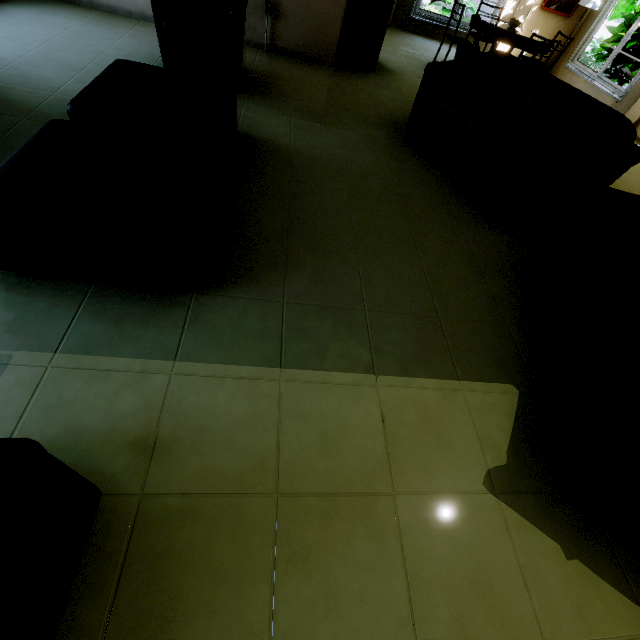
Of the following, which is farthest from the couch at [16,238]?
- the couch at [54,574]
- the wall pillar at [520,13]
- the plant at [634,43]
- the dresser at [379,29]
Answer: the plant at [634,43]

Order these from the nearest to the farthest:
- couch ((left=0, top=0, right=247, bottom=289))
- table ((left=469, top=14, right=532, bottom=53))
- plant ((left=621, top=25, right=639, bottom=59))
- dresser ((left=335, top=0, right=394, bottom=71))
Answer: couch ((left=0, top=0, right=247, bottom=289)) → dresser ((left=335, top=0, right=394, bottom=71)) → table ((left=469, top=14, right=532, bottom=53)) → plant ((left=621, top=25, right=639, bottom=59))

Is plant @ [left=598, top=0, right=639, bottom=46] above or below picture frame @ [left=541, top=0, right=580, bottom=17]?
above

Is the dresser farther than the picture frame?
No

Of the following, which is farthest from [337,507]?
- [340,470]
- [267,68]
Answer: [267,68]

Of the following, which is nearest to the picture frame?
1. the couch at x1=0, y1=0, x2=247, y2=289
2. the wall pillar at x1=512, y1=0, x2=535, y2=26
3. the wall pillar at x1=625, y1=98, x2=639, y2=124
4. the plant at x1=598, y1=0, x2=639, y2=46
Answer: the wall pillar at x1=512, y1=0, x2=535, y2=26

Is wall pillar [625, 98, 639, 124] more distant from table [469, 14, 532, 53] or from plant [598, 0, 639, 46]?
plant [598, 0, 639, 46]

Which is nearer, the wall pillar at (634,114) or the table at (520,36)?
the table at (520,36)
